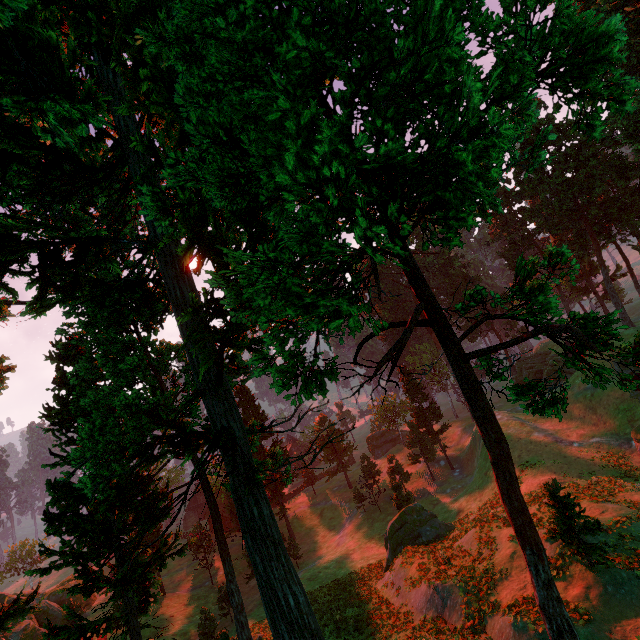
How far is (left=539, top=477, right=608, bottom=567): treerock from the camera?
13.03m

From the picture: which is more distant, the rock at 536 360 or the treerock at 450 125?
the rock at 536 360

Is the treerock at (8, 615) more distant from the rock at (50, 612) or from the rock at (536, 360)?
the rock at (50, 612)

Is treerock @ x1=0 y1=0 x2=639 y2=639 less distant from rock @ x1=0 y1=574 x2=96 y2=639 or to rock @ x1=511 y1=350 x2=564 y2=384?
rock @ x1=511 y1=350 x2=564 y2=384

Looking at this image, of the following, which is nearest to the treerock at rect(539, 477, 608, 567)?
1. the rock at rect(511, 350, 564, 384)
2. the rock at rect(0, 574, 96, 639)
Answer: the rock at rect(511, 350, 564, 384)

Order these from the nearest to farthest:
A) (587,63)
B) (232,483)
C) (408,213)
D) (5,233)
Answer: (587,63) → (408,213) → (5,233) → (232,483)
